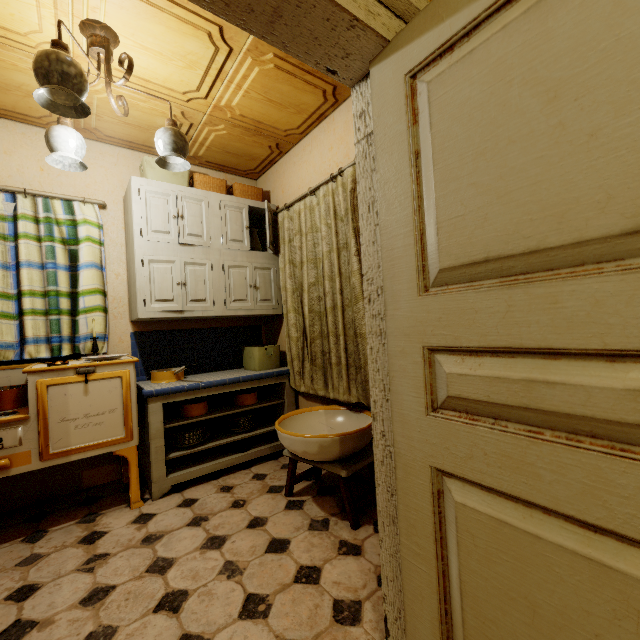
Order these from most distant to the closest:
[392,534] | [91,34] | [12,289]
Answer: [12,289] < [91,34] < [392,534]

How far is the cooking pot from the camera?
2.64m

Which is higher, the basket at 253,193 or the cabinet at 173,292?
the basket at 253,193

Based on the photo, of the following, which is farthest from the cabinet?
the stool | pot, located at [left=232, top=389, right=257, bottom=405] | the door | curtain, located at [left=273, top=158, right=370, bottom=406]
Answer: the door

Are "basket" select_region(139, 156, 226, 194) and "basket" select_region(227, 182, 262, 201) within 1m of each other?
yes

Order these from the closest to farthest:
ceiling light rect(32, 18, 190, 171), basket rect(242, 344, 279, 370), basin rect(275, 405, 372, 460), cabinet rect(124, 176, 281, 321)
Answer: ceiling light rect(32, 18, 190, 171) → basin rect(275, 405, 372, 460) → cabinet rect(124, 176, 281, 321) → basket rect(242, 344, 279, 370)

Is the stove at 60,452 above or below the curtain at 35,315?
below

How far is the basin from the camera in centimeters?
191cm
